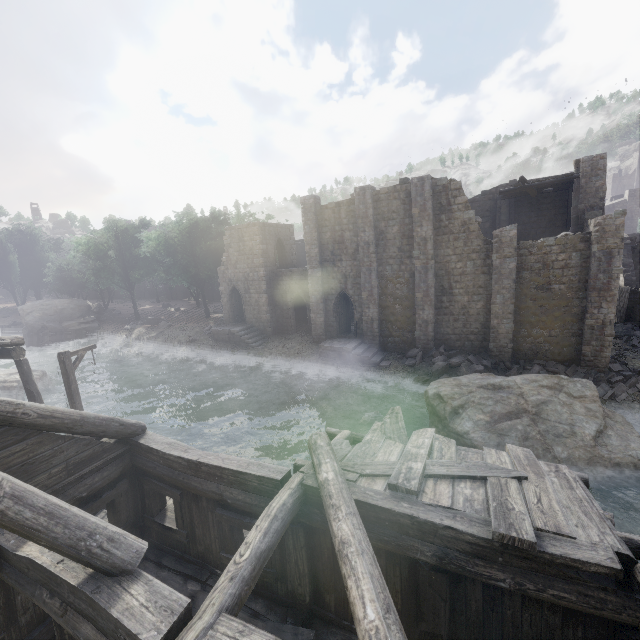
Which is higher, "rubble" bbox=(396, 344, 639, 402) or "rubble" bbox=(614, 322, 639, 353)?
"rubble" bbox=(614, 322, 639, 353)

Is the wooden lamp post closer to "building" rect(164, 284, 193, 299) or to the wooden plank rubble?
"building" rect(164, 284, 193, 299)

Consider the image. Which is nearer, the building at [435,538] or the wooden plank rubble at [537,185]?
the building at [435,538]

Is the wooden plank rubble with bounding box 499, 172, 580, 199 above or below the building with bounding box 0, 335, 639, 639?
above

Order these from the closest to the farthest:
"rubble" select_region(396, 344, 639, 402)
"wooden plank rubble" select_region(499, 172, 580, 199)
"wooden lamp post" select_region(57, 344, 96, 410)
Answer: "wooden lamp post" select_region(57, 344, 96, 410) → "rubble" select_region(396, 344, 639, 402) → "wooden plank rubble" select_region(499, 172, 580, 199)

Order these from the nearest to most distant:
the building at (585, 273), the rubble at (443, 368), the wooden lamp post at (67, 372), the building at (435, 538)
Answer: the building at (435, 538) → the wooden lamp post at (67, 372) → the rubble at (443, 368) → the building at (585, 273)

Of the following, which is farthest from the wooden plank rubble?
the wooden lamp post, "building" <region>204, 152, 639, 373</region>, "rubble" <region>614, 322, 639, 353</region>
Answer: the wooden lamp post

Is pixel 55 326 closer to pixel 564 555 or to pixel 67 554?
pixel 67 554
